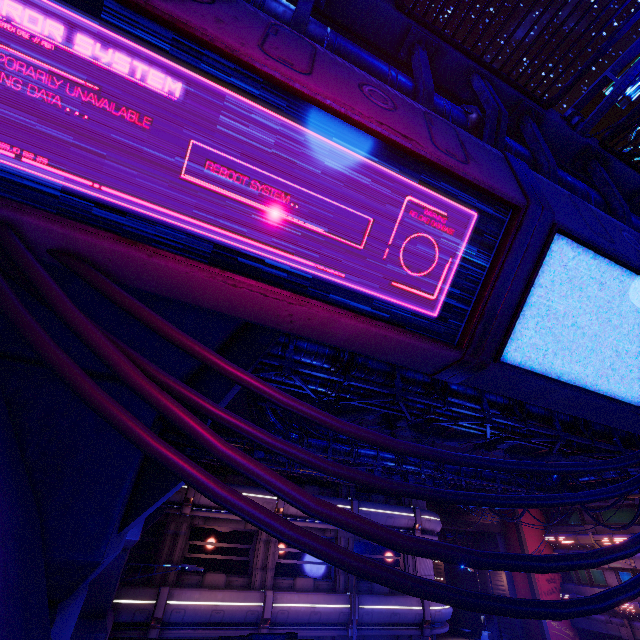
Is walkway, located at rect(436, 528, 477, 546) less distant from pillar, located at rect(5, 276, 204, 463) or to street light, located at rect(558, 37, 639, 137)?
pillar, located at rect(5, 276, 204, 463)

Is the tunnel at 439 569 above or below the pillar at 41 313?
below

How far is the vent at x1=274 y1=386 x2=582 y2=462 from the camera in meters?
13.9

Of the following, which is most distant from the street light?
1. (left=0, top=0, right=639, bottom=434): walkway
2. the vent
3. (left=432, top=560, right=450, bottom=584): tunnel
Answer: (left=432, top=560, right=450, bottom=584): tunnel

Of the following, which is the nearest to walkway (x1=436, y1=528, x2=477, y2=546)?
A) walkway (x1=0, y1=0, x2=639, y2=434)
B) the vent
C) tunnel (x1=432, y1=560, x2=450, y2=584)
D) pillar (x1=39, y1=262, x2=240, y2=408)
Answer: tunnel (x1=432, y1=560, x2=450, y2=584)

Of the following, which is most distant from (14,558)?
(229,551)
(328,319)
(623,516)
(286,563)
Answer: (623,516)

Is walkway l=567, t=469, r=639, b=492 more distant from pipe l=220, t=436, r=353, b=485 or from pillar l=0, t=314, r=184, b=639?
pipe l=220, t=436, r=353, b=485

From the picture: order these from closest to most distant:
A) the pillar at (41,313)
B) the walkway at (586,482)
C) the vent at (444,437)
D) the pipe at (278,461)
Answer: the pillar at (41,313) < the vent at (444,437) < the pipe at (278,461) < the walkway at (586,482)
